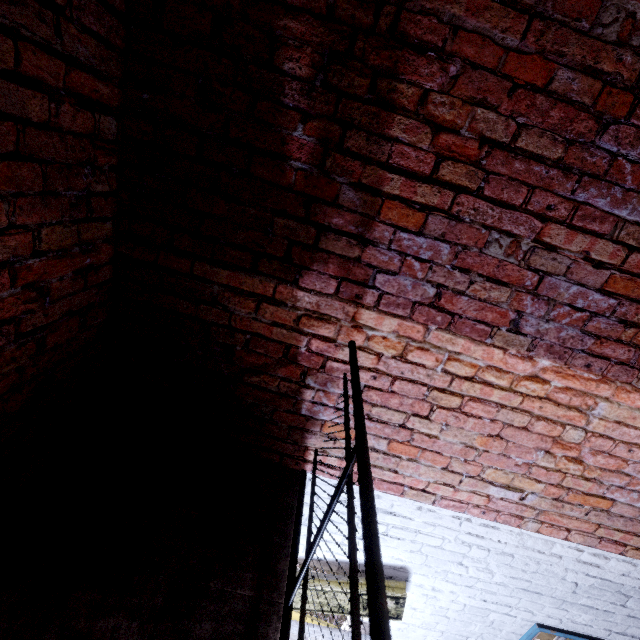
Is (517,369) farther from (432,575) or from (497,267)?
(432,575)

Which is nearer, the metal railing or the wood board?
the metal railing

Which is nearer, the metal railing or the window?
the metal railing

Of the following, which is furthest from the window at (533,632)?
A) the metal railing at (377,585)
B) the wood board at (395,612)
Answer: the metal railing at (377,585)

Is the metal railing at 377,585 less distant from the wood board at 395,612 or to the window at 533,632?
the wood board at 395,612

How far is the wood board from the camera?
2.3m

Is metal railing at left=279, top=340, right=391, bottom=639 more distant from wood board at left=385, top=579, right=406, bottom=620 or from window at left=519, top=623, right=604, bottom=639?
window at left=519, top=623, right=604, bottom=639

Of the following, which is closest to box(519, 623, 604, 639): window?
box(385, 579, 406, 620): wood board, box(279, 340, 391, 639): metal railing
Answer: box(385, 579, 406, 620): wood board
